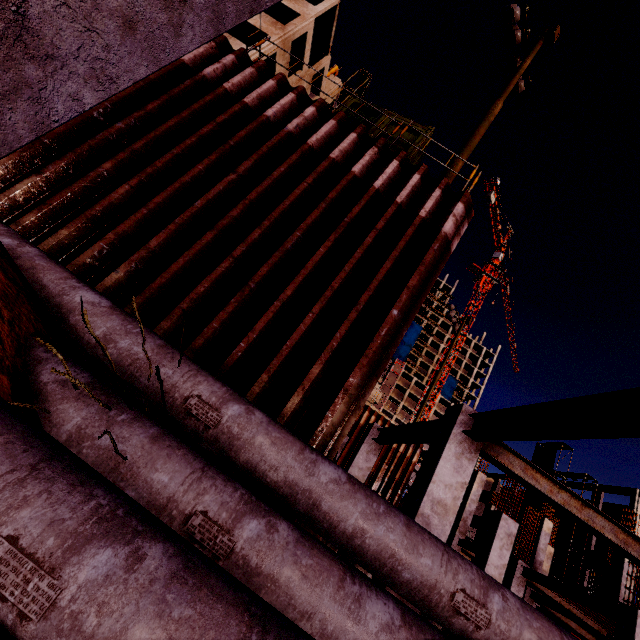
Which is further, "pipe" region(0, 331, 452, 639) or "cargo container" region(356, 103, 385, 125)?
"cargo container" region(356, 103, 385, 125)

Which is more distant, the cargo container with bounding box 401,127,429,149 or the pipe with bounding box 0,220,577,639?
the cargo container with bounding box 401,127,429,149

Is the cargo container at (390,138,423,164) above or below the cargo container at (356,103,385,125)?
below

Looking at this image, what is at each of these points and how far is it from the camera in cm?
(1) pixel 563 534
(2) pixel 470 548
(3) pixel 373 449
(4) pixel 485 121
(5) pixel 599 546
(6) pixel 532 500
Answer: (1) tarp, 3381
(2) steel beam, 1792
(3) concrete column, 1036
(4) floodlight pole, 908
(5) concrete column, 3562
(6) tarp, 3906

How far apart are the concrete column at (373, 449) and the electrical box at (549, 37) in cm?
1498

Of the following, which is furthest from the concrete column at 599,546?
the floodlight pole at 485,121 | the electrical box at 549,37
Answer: the electrical box at 549,37

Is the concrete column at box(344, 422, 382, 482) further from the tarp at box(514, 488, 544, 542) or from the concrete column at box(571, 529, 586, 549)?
the tarp at box(514, 488, 544, 542)

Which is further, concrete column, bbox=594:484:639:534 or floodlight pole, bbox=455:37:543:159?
concrete column, bbox=594:484:639:534
